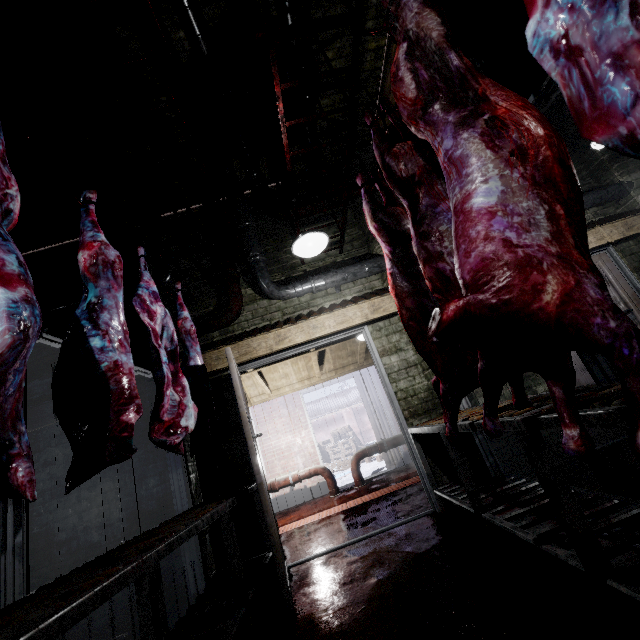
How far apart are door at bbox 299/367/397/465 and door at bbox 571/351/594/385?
3.4 meters

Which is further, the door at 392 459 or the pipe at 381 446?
the door at 392 459

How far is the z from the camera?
2.55m

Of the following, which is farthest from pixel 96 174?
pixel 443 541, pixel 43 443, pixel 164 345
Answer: pixel 443 541

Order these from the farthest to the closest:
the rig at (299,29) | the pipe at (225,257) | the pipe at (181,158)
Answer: the pipe at (225,257), the pipe at (181,158), the rig at (299,29)

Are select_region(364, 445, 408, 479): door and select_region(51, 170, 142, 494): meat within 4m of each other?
no

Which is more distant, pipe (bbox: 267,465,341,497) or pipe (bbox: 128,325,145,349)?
pipe (bbox: 267,465,341,497)

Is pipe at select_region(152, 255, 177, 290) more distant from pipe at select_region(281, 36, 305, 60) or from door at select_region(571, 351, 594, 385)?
door at select_region(571, 351, 594, 385)
